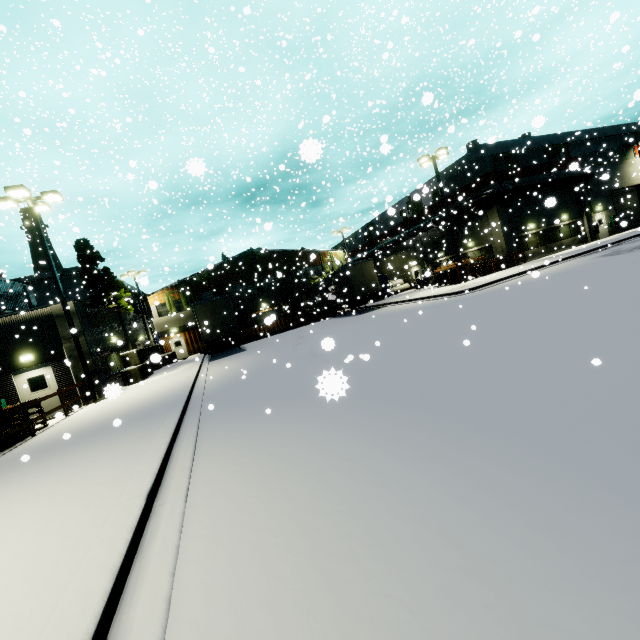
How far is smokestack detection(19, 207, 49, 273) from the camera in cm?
4170

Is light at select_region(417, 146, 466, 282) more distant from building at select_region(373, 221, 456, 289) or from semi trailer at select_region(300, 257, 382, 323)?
building at select_region(373, 221, 456, 289)

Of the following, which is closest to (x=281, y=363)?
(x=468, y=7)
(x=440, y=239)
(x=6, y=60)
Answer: (x=6, y=60)

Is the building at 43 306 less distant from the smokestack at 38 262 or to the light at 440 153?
the smokestack at 38 262

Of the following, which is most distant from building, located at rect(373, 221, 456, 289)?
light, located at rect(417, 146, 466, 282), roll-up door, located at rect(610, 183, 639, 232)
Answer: light, located at rect(417, 146, 466, 282)

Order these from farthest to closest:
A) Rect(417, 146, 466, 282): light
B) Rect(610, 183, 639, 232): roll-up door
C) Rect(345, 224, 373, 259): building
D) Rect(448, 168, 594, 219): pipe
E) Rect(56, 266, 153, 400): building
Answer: Rect(345, 224, 373, 259): building < Rect(610, 183, 639, 232): roll-up door < Rect(448, 168, 594, 219): pipe < Rect(417, 146, 466, 282): light < Rect(56, 266, 153, 400): building

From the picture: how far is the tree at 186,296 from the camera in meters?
35.5 m
